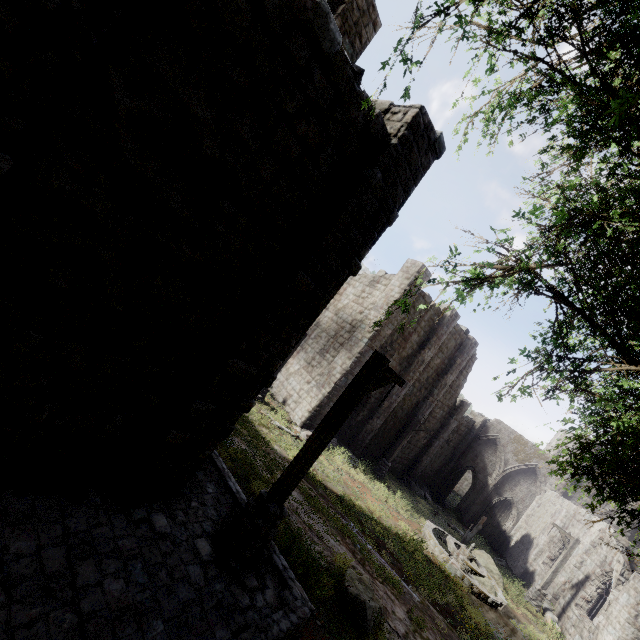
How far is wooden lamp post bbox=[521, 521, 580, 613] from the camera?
18.4 meters

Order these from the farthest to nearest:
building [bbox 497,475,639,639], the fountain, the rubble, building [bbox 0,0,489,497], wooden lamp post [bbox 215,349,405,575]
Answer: the rubble
building [bbox 497,475,639,639]
the fountain
wooden lamp post [bbox 215,349,405,575]
building [bbox 0,0,489,497]

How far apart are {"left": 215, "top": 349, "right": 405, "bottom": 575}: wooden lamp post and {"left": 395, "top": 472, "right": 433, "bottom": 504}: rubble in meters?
23.1

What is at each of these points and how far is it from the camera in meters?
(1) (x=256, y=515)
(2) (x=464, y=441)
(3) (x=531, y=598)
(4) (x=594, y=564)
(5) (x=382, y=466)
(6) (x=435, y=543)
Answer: (1) wooden lamp post, 6.1
(2) building, 30.9
(3) wooden lamp post, 18.5
(4) building, 19.1
(5) wooden lamp post, 21.4
(6) fountain, 15.0

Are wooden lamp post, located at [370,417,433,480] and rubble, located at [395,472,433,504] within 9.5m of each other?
yes

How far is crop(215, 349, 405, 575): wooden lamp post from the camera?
5.95m

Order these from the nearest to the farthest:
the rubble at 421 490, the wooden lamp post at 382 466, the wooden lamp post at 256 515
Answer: the wooden lamp post at 256 515
the wooden lamp post at 382 466
the rubble at 421 490

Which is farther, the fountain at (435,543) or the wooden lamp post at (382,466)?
the wooden lamp post at (382,466)
